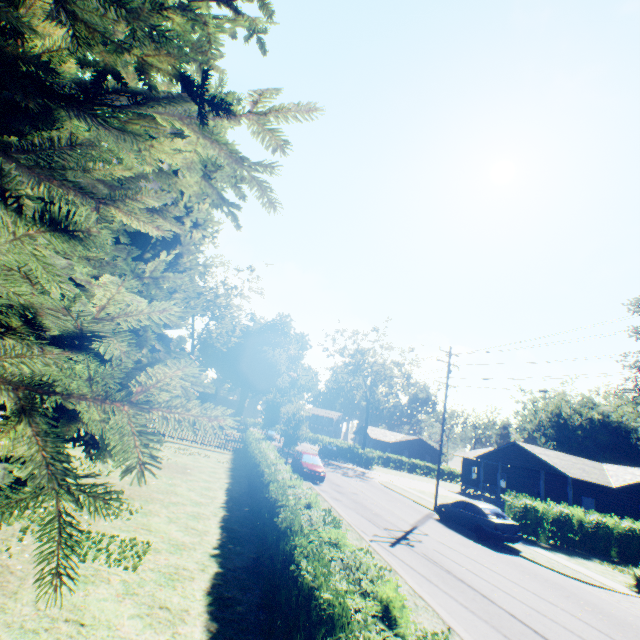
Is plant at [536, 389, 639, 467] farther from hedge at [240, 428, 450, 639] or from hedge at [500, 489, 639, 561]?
hedge at [500, 489, 639, 561]

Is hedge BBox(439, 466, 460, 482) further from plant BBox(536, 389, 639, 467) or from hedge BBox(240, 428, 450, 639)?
hedge BBox(240, 428, 450, 639)

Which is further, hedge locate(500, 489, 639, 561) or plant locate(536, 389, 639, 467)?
plant locate(536, 389, 639, 467)

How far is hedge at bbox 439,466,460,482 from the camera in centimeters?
5809cm

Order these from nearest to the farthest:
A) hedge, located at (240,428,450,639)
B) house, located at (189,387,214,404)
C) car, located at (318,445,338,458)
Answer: hedge, located at (240,428,450,639)
car, located at (318,445,338,458)
house, located at (189,387,214,404)

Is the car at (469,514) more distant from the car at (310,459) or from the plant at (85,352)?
the plant at (85,352)

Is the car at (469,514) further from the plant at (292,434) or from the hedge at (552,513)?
the plant at (292,434)

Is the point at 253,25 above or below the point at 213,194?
below
